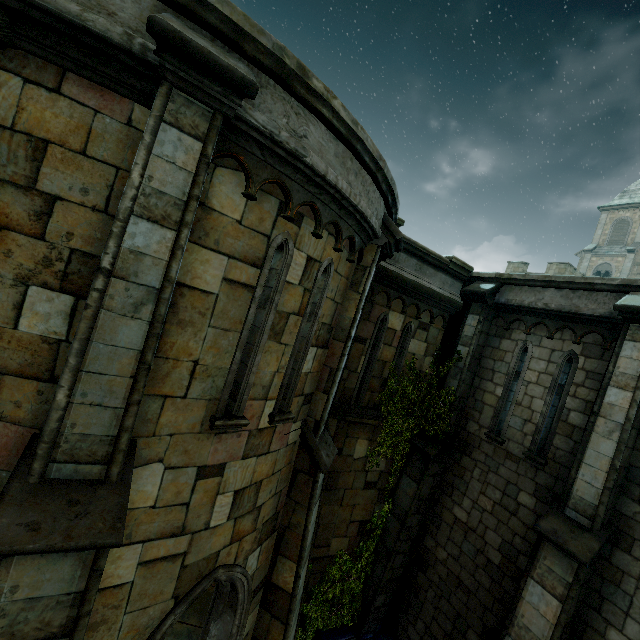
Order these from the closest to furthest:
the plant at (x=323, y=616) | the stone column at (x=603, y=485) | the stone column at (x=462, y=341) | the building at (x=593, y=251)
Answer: the stone column at (x=603, y=485) < the plant at (x=323, y=616) < the stone column at (x=462, y=341) < the building at (x=593, y=251)

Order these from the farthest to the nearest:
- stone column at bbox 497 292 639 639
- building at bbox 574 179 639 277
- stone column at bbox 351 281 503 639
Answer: building at bbox 574 179 639 277 < stone column at bbox 351 281 503 639 < stone column at bbox 497 292 639 639

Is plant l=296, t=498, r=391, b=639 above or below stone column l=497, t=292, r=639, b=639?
below

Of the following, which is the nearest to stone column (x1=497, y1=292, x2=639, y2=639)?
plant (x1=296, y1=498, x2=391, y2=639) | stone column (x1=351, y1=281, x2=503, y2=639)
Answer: plant (x1=296, y1=498, x2=391, y2=639)

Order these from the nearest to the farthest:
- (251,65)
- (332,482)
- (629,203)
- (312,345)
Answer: (251,65) → (312,345) → (332,482) → (629,203)

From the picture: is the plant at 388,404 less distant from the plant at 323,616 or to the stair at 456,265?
the plant at 323,616

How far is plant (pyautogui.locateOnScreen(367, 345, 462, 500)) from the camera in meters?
8.6 m

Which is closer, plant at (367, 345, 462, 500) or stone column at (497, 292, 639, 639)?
stone column at (497, 292, 639, 639)
